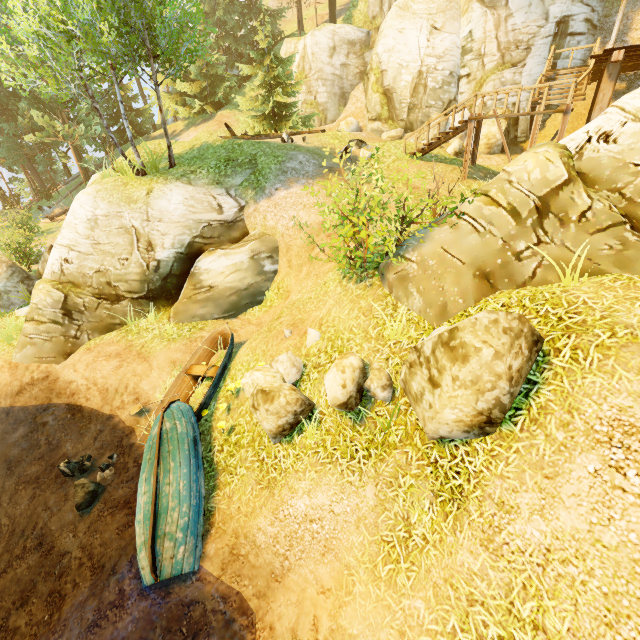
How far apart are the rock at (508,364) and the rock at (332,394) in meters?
0.1

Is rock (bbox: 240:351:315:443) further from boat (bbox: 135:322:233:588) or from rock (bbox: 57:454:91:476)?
rock (bbox: 57:454:91:476)

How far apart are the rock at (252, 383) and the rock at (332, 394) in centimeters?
36cm

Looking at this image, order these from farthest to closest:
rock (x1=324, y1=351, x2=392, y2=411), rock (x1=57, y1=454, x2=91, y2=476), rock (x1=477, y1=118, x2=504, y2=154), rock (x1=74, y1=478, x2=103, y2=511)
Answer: rock (x1=477, y1=118, x2=504, y2=154) → rock (x1=57, y1=454, x2=91, y2=476) → rock (x1=74, y1=478, x2=103, y2=511) → rock (x1=324, y1=351, x2=392, y2=411)

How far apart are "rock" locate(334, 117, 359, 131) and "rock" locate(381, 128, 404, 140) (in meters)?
2.70

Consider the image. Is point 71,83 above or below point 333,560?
above

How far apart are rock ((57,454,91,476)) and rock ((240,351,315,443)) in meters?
5.0 m

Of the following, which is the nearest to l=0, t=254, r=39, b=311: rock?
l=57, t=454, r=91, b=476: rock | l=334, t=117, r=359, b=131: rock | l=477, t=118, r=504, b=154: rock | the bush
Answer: l=57, t=454, r=91, b=476: rock
